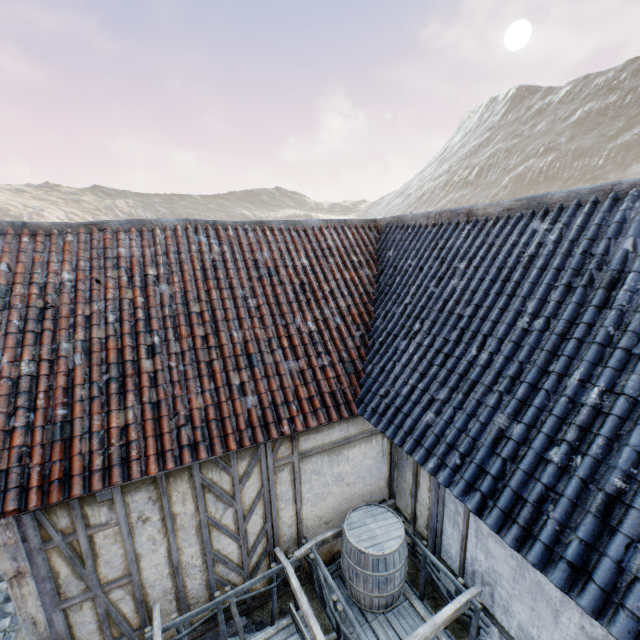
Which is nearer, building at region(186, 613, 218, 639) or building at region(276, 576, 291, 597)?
building at region(186, 613, 218, 639)

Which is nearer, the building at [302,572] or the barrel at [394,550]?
the barrel at [394,550]

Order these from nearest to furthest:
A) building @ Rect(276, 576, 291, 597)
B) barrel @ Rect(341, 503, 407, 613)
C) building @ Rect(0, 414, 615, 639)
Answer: building @ Rect(0, 414, 615, 639), barrel @ Rect(341, 503, 407, 613), building @ Rect(276, 576, 291, 597)

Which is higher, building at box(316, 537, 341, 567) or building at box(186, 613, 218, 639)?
building at box(316, 537, 341, 567)

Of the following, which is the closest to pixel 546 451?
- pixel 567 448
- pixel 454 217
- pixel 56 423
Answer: pixel 567 448

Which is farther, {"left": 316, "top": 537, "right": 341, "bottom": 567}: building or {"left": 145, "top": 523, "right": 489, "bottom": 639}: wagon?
{"left": 316, "top": 537, "right": 341, "bottom": 567}: building

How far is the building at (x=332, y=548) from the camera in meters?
5.4 m

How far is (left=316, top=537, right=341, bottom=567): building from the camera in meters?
5.4 m
